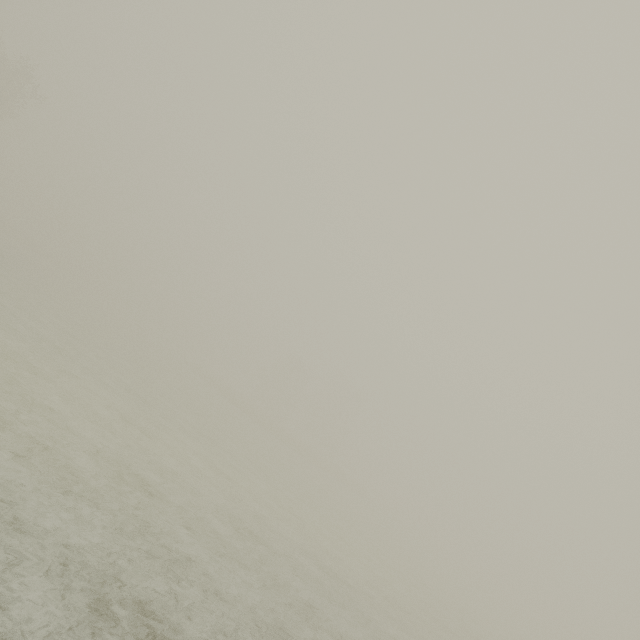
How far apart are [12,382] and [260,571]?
11.3m
